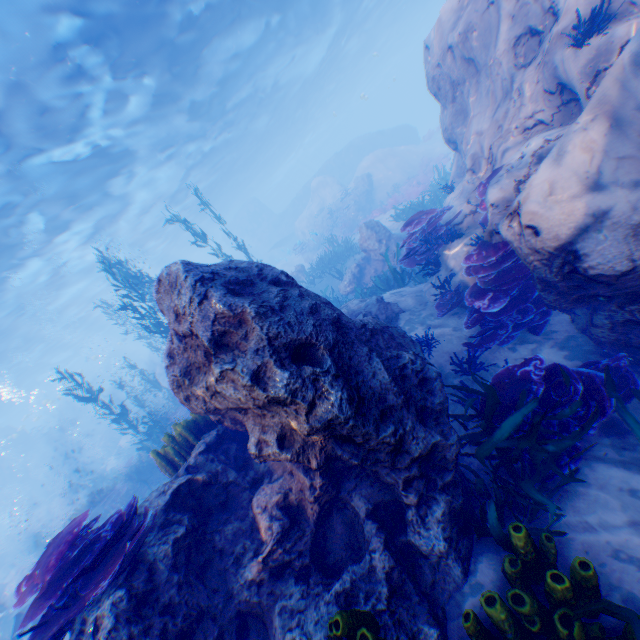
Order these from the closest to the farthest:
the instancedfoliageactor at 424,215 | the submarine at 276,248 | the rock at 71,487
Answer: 1. the instancedfoliageactor at 424,215
2. the rock at 71,487
3. the submarine at 276,248

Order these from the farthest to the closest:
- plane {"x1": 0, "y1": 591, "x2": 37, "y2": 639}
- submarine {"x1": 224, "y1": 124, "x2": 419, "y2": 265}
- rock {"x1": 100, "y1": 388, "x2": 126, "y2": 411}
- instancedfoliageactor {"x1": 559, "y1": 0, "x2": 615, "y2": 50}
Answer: rock {"x1": 100, "y1": 388, "x2": 126, "y2": 411}, submarine {"x1": 224, "y1": 124, "x2": 419, "y2": 265}, plane {"x1": 0, "y1": 591, "x2": 37, "y2": 639}, instancedfoliageactor {"x1": 559, "y1": 0, "x2": 615, "y2": 50}

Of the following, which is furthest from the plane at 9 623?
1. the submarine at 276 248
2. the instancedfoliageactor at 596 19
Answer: the submarine at 276 248

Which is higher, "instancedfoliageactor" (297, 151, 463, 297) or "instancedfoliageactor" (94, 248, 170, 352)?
"instancedfoliageactor" (94, 248, 170, 352)

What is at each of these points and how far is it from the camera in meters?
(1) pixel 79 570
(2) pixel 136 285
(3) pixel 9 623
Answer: (1) instancedfoliageactor, 3.4
(2) instancedfoliageactor, 10.9
(3) plane, 11.2

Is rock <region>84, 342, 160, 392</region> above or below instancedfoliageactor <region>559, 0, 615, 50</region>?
above

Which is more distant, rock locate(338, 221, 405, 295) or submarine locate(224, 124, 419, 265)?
submarine locate(224, 124, 419, 265)

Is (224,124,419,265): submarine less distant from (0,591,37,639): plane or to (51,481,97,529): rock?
(51,481,97,529): rock
